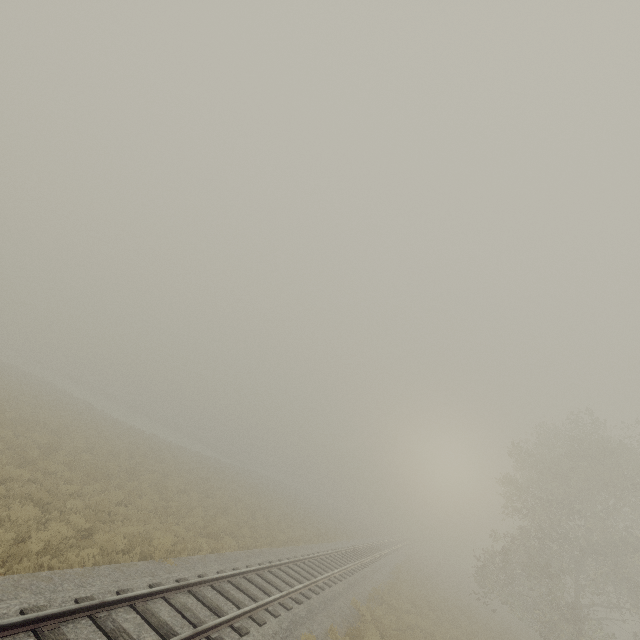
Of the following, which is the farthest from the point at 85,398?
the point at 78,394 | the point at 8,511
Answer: the point at 8,511
